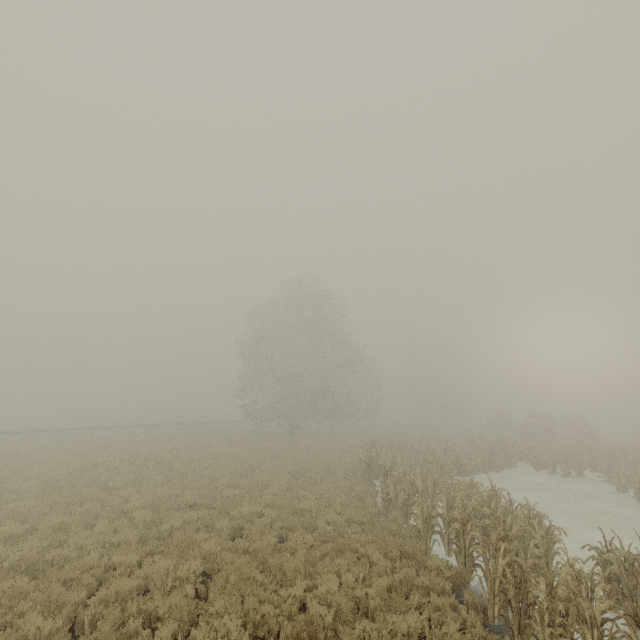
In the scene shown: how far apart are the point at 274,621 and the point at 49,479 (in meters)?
14.30

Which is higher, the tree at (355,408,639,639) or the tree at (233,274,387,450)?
the tree at (233,274,387,450)

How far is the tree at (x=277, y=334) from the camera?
32.3m

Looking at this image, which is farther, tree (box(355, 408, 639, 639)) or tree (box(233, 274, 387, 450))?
tree (box(233, 274, 387, 450))

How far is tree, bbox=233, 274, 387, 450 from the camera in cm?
3234

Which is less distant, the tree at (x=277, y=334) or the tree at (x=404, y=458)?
the tree at (x=404, y=458)
